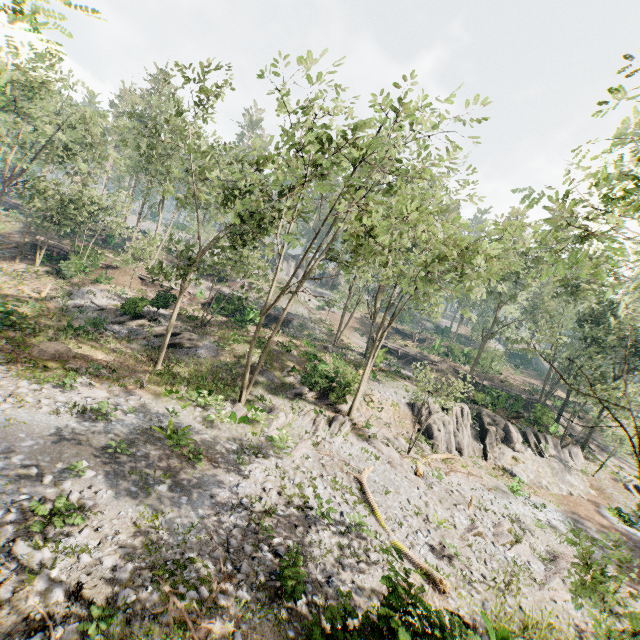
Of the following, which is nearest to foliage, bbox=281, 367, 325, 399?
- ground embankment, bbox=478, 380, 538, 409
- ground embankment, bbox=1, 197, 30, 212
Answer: ground embankment, bbox=478, 380, 538, 409

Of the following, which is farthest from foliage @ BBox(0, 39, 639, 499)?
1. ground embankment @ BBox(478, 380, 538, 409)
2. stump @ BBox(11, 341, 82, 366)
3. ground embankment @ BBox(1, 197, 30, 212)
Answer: stump @ BBox(11, 341, 82, 366)

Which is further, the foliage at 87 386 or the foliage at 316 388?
the foliage at 316 388

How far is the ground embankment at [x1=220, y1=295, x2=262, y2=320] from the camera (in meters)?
34.34

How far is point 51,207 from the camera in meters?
29.8 m

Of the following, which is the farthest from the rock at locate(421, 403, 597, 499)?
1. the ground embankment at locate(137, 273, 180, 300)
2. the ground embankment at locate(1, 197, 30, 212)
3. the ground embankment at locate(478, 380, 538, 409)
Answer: the ground embankment at locate(1, 197, 30, 212)

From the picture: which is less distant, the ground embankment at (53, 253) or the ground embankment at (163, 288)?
the ground embankment at (163, 288)
